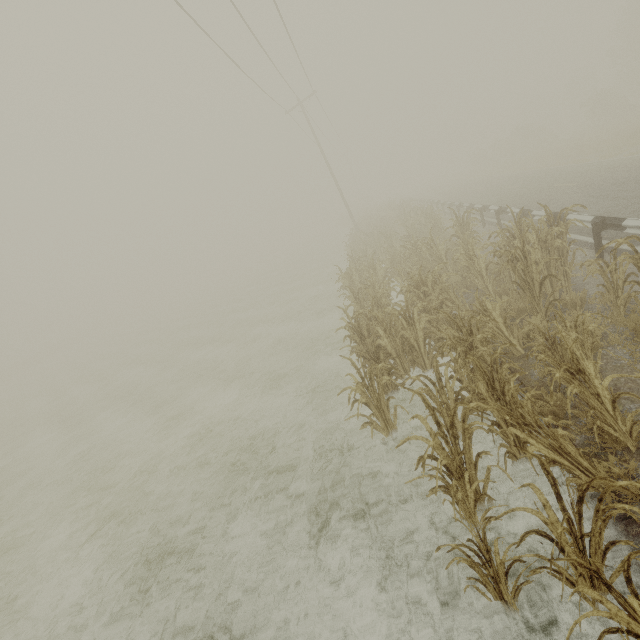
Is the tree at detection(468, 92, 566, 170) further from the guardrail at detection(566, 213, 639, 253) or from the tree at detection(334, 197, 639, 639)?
the tree at detection(334, 197, 639, 639)

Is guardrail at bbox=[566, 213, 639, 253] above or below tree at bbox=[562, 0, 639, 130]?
below

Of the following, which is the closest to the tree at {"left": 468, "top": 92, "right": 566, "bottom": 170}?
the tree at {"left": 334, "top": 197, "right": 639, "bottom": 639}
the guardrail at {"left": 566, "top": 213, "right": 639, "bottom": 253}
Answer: the guardrail at {"left": 566, "top": 213, "right": 639, "bottom": 253}

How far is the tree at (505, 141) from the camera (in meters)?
36.44

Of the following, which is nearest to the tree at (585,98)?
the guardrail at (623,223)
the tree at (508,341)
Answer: the guardrail at (623,223)

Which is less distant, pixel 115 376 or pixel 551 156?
pixel 115 376

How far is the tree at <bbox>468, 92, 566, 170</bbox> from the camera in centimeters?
3644cm
